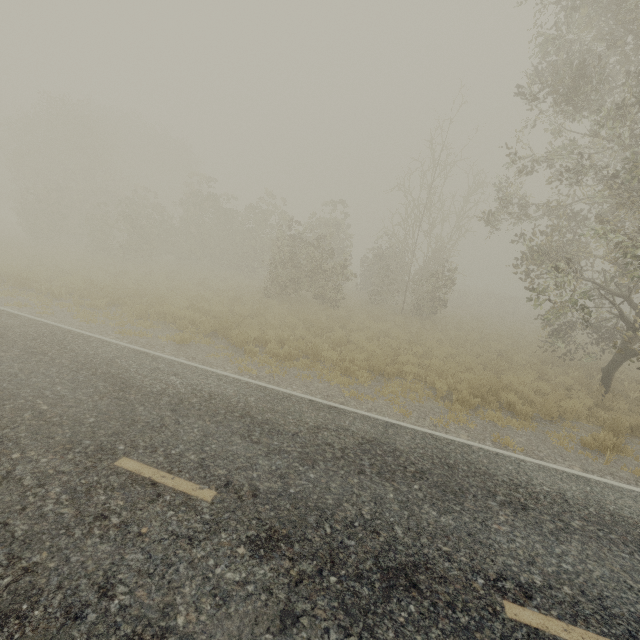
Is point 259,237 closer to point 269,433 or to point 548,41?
point 548,41
